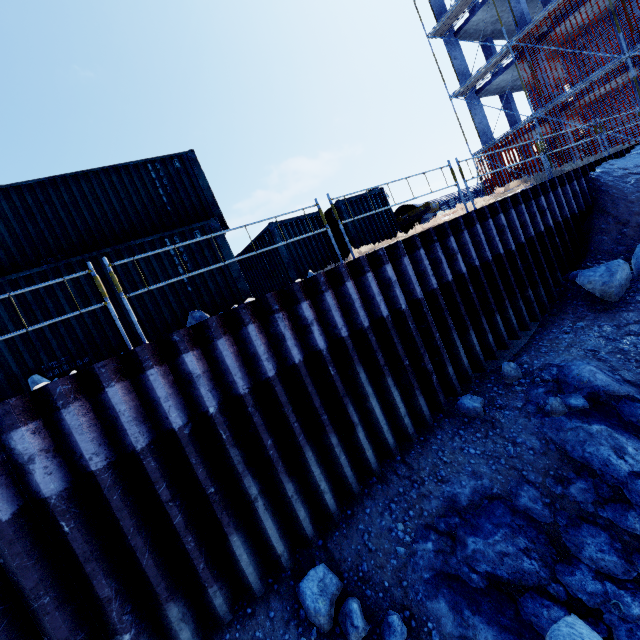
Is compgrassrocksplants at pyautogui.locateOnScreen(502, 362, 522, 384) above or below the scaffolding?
below

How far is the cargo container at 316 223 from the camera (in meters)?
12.43

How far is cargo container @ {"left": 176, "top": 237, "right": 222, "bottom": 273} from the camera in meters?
8.2 m

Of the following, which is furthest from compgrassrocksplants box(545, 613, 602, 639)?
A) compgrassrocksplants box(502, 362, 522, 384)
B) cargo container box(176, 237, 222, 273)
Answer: cargo container box(176, 237, 222, 273)

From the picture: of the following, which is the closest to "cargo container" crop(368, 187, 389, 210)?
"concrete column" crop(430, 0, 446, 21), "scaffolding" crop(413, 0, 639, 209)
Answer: "scaffolding" crop(413, 0, 639, 209)

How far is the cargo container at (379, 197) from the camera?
13.2 meters

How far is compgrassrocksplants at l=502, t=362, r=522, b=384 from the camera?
6.6m

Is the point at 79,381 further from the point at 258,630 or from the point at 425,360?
the point at 425,360
